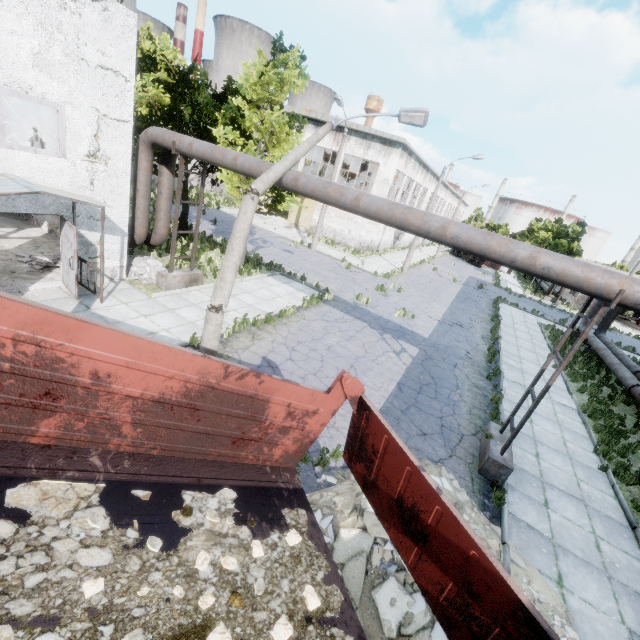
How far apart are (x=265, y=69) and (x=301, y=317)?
10.1 meters

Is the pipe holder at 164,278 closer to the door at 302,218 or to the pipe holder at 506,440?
the pipe holder at 506,440

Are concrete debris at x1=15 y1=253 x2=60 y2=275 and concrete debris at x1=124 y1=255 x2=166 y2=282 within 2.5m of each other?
yes

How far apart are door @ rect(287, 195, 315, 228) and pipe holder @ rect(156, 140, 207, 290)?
21.0 meters

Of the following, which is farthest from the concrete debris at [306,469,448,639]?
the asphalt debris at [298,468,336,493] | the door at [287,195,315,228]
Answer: the door at [287,195,315,228]

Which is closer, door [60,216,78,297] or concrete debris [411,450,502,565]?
concrete debris [411,450,502,565]

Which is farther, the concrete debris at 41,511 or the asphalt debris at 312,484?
the asphalt debris at 312,484

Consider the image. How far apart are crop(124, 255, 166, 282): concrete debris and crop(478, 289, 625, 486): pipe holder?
12.3 meters
